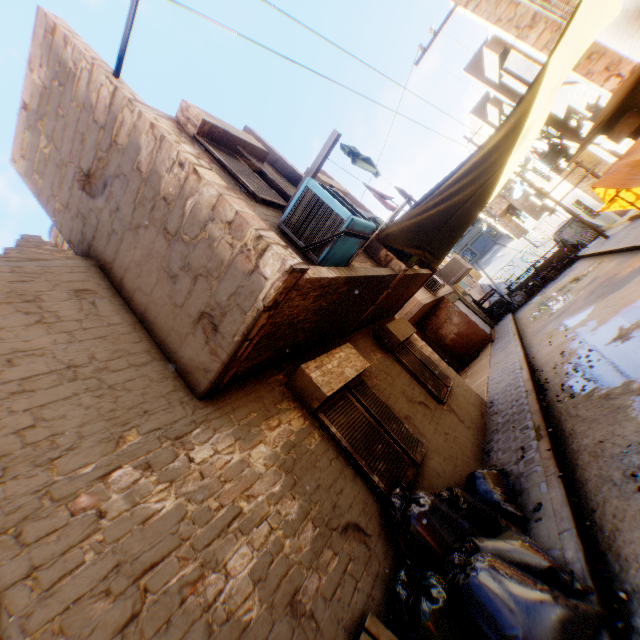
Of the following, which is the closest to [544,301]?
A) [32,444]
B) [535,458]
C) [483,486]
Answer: [535,458]

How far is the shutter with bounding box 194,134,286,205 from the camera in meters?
4.5 m

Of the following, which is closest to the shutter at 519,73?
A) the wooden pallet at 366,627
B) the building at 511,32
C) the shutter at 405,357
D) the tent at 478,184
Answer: the building at 511,32

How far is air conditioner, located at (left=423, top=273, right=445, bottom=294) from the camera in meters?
14.8

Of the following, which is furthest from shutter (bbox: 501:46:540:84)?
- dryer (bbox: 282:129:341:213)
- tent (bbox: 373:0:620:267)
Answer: dryer (bbox: 282:129:341:213)

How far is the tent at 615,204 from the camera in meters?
6.2

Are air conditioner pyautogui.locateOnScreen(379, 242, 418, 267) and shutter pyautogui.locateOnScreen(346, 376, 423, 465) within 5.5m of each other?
yes

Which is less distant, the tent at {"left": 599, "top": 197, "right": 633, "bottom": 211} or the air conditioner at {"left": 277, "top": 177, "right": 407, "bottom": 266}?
the air conditioner at {"left": 277, "top": 177, "right": 407, "bottom": 266}
